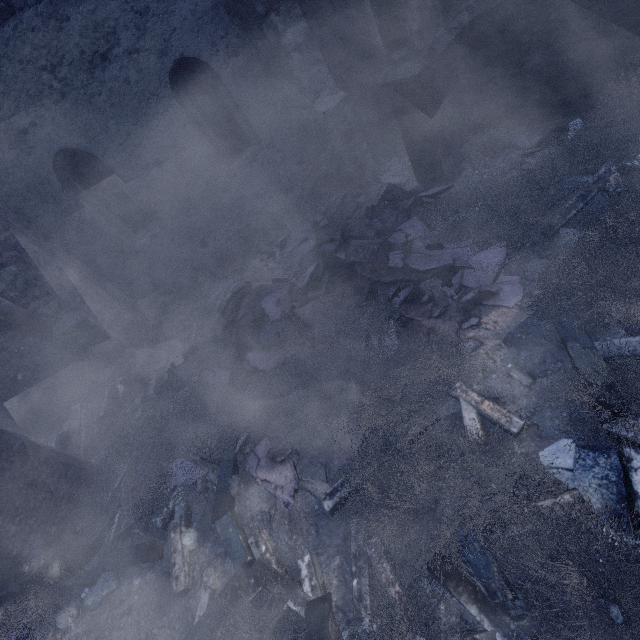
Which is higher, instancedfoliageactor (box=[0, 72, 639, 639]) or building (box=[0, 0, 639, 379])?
building (box=[0, 0, 639, 379])

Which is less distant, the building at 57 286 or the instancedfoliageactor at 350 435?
the instancedfoliageactor at 350 435

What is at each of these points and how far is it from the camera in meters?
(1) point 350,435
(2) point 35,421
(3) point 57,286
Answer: (1) instancedfoliageactor, 4.1 m
(2) building, 8.8 m
(3) building, 6.4 m

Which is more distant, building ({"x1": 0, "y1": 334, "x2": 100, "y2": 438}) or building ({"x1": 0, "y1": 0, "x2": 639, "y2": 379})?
building ({"x1": 0, "y1": 334, "x2": 100, "y2": 438})

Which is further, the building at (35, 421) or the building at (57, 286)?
the building at (35, 421)

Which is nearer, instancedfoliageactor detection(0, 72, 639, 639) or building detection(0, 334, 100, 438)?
instancedfoliageactor detection(0, 72, 639, 639)

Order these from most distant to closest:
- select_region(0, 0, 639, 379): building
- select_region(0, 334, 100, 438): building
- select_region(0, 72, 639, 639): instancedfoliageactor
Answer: select_region(0, 334, 100, 438): building < select_region(0, 0, 639, 379): building < select_region(0, 72, 639, 639): instancedfoliageactor
